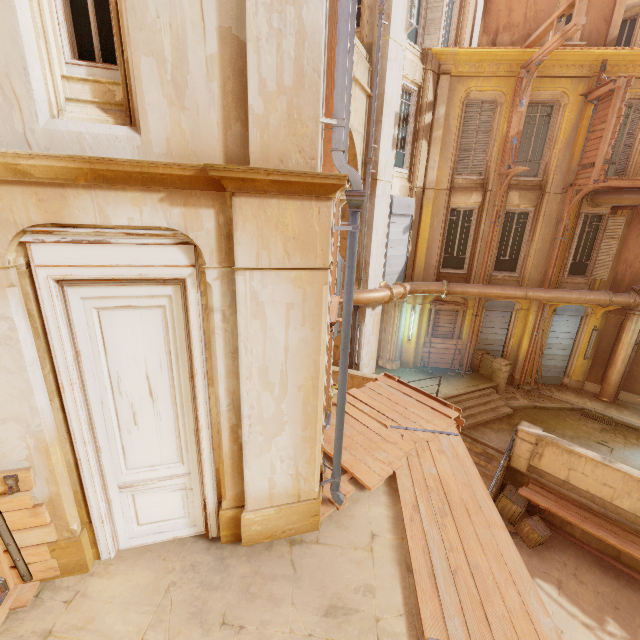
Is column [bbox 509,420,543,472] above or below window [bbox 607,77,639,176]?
below

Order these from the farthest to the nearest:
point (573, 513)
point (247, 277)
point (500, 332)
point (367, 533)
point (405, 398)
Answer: point (500, 332)
point (573, 513)
point (405, 398)
point (367, 533)
point (247, 277)

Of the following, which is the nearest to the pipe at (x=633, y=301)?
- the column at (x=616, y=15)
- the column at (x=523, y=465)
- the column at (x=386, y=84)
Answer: the column at (x=386, y=84)

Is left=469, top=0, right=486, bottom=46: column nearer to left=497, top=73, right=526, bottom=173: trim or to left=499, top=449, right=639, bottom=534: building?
left=497, top=73, right=526, bottom=173: trim

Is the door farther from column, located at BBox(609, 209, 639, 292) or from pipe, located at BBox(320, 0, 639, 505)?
column, located at BBox(609, 209, 639, 292)

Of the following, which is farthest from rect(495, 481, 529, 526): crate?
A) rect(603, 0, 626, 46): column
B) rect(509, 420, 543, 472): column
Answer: rect(603, 0, 626, 46): column

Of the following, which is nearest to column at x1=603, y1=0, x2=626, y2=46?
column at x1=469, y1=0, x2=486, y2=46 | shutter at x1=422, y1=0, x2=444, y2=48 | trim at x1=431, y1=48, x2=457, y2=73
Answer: column at x1=469, y1=0, x2=486, y2=46

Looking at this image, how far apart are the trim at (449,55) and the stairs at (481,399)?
12.2m
